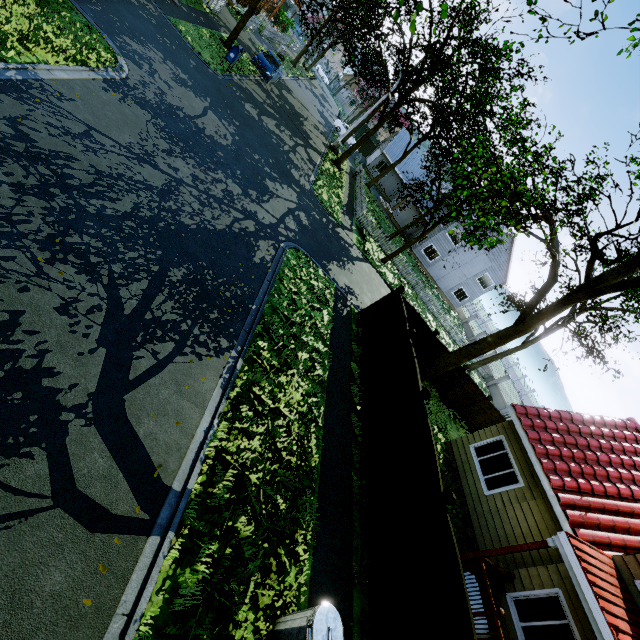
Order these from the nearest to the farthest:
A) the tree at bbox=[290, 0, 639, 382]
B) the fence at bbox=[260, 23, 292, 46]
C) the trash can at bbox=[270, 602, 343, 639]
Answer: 1. the trash can at bbox=[270, 602, 343, 639]
2. the tree at bbox=[290, 0, 639, 382]
3. the fence at bbox=[260, 23, 292, 46]

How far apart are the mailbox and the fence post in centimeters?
2171cm

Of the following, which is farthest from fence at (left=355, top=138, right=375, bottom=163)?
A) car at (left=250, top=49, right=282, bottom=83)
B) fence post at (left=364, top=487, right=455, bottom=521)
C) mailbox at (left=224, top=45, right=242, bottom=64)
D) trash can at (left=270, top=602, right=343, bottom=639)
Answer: mailbox at (left=224, top=45, right=242, bottom=64)

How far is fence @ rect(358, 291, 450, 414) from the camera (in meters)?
9.95

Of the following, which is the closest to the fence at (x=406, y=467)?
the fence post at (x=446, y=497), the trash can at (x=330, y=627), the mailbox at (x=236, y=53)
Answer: the fence post at (x=446, y=497)

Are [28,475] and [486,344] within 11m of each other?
no

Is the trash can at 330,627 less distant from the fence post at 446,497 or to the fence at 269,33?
the fence at 269,33
